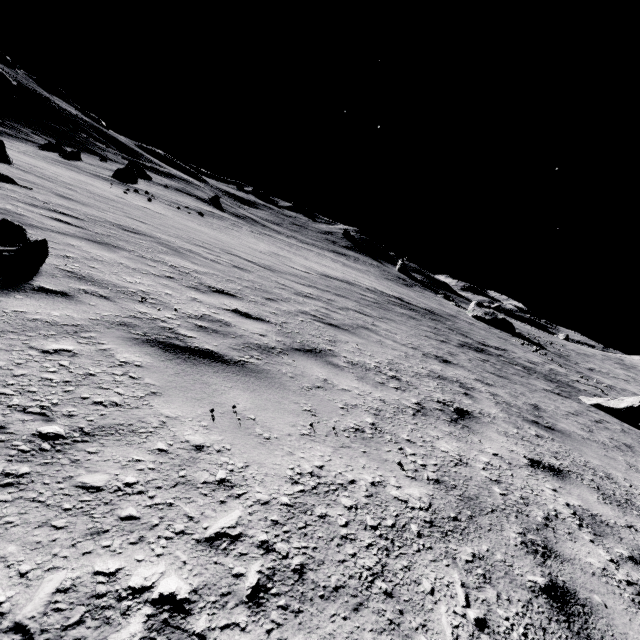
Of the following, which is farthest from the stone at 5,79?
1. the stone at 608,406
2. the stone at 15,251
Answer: the stone at 608,406

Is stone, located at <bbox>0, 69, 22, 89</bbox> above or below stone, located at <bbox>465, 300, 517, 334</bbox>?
above

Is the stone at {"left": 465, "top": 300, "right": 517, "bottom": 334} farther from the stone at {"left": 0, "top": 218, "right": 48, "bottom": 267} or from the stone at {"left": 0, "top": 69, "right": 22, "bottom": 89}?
the stone at {"left": 0, "top": 69, "right": 22, "bottom": 89}

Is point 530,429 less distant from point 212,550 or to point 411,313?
point 212,550

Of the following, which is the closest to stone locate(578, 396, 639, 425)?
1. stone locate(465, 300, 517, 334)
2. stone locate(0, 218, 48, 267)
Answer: stone locate(0, 218, 48, 267)

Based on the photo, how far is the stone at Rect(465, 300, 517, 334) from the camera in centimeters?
4331cm

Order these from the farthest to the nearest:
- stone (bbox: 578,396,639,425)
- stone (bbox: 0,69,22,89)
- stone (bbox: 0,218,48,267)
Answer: stone (bbox: 0,69,22,89)
stone (bbox: 578,396,639,425)
stone (bbox: 0,218,48,267)

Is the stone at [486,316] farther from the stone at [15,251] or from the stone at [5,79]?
the stone at [5,79]
